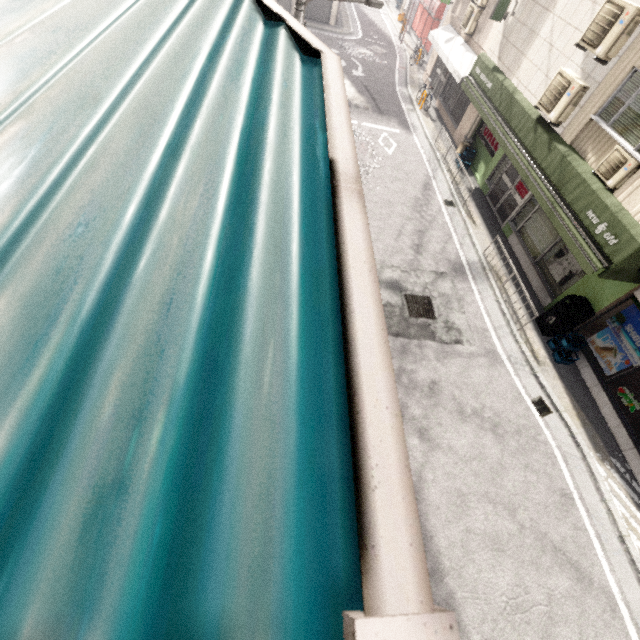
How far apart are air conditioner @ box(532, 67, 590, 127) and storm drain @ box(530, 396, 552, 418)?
6.92m

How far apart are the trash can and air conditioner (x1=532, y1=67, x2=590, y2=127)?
4.4m

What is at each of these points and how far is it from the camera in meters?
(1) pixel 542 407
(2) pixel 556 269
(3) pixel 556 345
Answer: (1) storm drain, 7.6
(2) sign, 9.3
(3) roof vent, 8.7

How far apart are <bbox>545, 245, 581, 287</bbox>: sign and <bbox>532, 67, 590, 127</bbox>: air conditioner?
2.9 meters

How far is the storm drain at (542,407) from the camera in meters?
7.5

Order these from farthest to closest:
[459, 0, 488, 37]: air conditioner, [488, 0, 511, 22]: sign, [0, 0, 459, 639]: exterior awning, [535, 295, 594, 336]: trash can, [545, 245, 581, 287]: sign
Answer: [459, 0, 488, 37]: air conditioner < [488, 0, 511, 22]: sign < [545, 245, 581, 287]: sign < [535, 295, 594, 336]: trash can < [0, 0, 459, 639]: exterior awning

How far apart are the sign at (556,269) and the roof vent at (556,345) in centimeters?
162cm

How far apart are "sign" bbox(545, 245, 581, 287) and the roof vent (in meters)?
1.62
